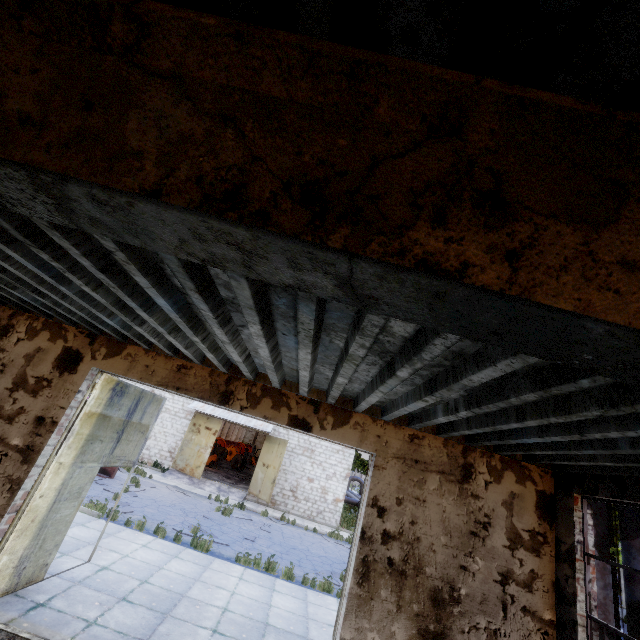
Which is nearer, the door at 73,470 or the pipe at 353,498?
the door at 73,470

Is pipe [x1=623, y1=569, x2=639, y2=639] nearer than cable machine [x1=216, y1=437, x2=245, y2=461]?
Yes

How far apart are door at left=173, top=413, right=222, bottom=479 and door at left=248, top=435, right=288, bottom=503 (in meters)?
3.27

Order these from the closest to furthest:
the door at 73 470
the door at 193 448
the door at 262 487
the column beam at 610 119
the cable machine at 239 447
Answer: the column beam at 610 119
the door at 73 470
the door at 262 487
the door at 193 448
the cable machine at 239 447

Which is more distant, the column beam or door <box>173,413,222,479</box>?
door <box>173,413,222,479</box>

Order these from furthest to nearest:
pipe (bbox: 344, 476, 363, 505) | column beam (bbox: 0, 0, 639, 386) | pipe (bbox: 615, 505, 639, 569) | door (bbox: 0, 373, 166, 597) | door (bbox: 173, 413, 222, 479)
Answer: pipe (bbox: 344, 476, 363, 505) → door (bbox: 173, 413, 222, 479) → pipe (bbox: 615, 505, 639, 569) → door (bbox: 0, 373, 166, 597) → column beam (bbox: 0, 0, 639, 386)

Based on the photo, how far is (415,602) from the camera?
5.0m

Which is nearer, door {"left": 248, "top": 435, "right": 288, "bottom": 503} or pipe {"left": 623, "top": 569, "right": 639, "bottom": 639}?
pipe {"left": 623, "top": 569, "right": 639, "bottom": 639}
